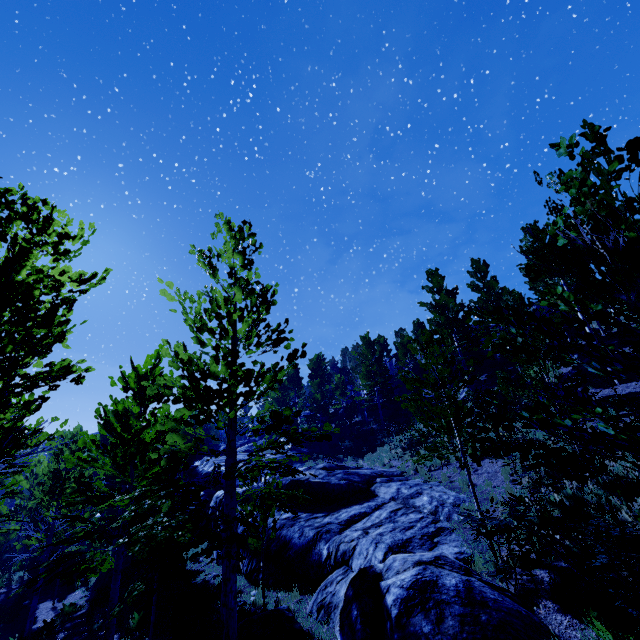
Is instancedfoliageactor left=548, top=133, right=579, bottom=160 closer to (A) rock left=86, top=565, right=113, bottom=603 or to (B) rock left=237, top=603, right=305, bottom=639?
(A) rock left=86, top=565, right=113, bottom=603

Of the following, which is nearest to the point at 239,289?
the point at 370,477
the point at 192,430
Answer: the point at 192,430

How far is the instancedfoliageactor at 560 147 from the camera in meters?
2.3

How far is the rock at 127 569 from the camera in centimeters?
1398cm

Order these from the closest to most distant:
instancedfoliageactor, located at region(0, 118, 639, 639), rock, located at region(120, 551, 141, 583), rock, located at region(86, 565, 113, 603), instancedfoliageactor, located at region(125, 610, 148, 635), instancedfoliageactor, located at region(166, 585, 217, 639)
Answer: instancedfoliageactor, located at region(0, 118, 639, 639) < instancedfoliageactor, located at region(166, 585, 217, 639) < instancedfoliageactor, located at region(125, 610, 148, 635) < rock, located at region(86, 565, 113, 603) < rock, located at region(120, 551, 141, 583)

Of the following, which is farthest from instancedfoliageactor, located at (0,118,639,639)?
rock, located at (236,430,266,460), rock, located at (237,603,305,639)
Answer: rock, located at (237,603,305,639)

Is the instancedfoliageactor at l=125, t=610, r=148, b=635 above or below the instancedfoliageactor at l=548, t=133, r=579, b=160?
below
